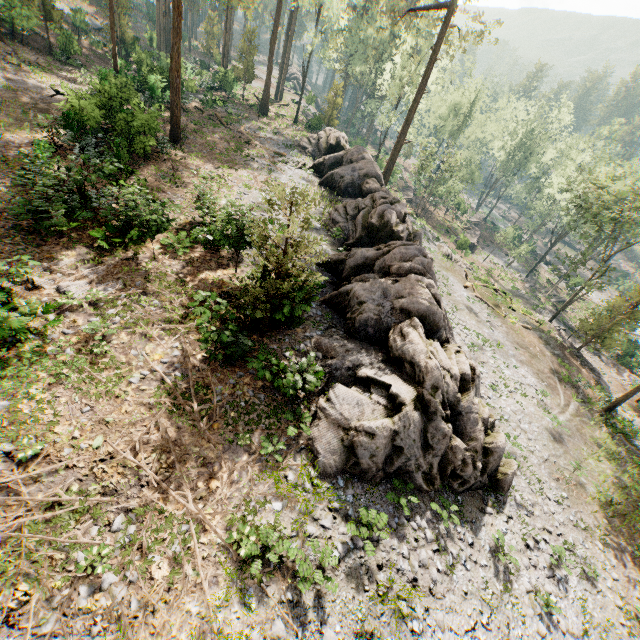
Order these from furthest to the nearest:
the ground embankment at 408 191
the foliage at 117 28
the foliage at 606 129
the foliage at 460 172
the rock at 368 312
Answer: the ground embankment at 408 191, the foliage at 460 172, the foliage at 606 129, the foliage at 117 28, the rock at 368 312

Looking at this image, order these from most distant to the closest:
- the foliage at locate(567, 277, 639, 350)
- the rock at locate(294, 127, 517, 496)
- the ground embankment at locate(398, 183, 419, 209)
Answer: the ground embankment at locate(398, 183, 419, 209) < the foliage at locate(567, 277, 639, 350) < the rock at locate(294, 127, 517, 496)

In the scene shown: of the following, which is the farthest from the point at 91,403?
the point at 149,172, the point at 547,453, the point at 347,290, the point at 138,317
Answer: the point at 547,453

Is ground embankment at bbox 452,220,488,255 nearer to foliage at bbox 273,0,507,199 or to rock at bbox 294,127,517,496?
foliage at bbox 273,0,507,199

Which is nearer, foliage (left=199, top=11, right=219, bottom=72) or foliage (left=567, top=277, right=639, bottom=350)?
foliage (left=567, top=277, right=639, bottom=350)

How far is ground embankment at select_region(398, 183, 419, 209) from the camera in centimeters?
5189cm

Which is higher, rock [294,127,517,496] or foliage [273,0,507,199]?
foliage [273,0,507,199]

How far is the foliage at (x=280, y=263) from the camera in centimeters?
991cm
